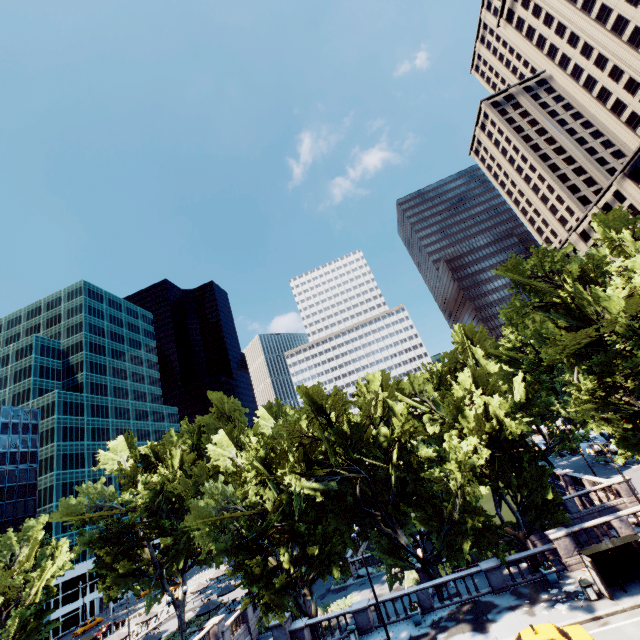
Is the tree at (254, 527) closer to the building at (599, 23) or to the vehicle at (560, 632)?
the vehicle at (560, 632)

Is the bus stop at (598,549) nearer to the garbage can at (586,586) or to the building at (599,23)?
the garbage can at (586,586)

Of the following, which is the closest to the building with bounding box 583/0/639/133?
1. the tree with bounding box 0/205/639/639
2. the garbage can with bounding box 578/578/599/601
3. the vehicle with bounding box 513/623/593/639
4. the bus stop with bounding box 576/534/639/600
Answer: the tree with bounding box 0/205/639/639

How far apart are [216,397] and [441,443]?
30.7 meters

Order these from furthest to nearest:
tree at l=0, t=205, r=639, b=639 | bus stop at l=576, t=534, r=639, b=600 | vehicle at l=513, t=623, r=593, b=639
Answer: tree at l=0, t=205, r=639, b=639 < bus stop at l=576, t=534, r=639, b=600 < vehicle at l=513, t=623, r=593, b=639

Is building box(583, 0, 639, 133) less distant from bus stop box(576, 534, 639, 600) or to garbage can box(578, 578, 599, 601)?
bus stop box(576, 534, 639, 600)

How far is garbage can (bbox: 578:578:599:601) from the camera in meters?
18.8 m

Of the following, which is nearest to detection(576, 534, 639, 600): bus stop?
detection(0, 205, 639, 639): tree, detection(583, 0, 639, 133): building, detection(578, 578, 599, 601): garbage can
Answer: detection(578, 578, 599, 601): garbage can
